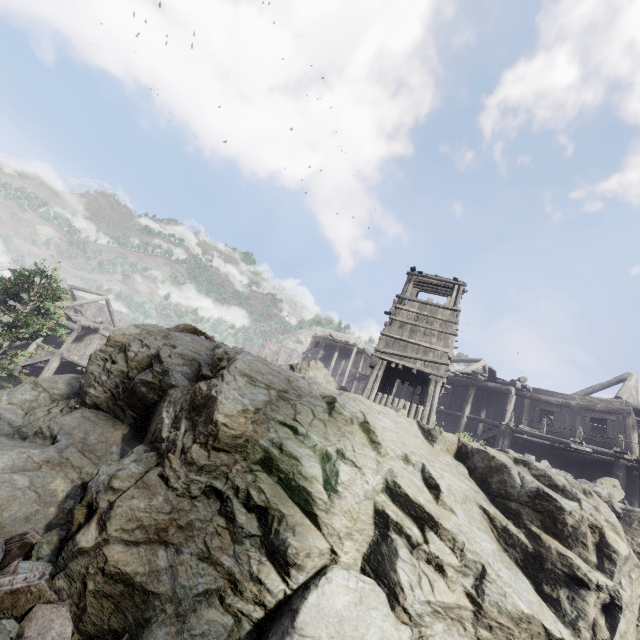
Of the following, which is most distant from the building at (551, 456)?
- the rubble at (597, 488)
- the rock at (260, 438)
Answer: the rubble at (597, 488)

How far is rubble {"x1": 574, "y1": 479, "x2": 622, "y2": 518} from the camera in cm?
919

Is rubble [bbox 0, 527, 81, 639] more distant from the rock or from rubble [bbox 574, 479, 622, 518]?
rubble [bbox 574, 479, 622, 518]

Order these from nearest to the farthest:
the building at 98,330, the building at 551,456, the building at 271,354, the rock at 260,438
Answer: the rock at 260,438 < the building at 551,456 < the building at 98,330 < the building at 271,354

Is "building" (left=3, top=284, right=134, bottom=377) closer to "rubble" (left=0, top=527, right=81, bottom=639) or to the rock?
the rock

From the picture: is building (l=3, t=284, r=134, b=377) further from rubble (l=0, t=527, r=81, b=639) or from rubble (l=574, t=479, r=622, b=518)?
rubble (l=574, t=479, r=622, b=518)

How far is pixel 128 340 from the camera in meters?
13.4

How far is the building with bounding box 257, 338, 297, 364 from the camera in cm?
5262
